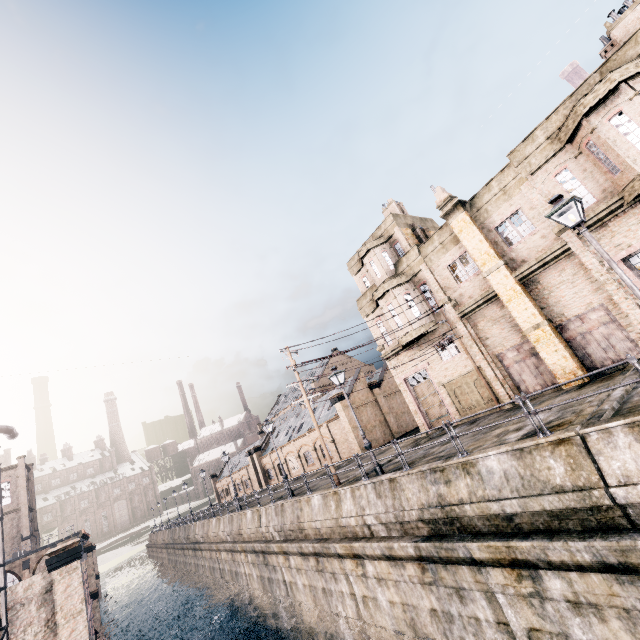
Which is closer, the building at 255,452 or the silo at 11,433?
the silo at 11,433

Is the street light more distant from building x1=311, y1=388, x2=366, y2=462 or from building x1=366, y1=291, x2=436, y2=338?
building x1=311, y1=388, x2=366, y2=462

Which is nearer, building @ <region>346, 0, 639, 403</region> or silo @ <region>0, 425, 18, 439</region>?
building @ <region>346, 0, 639, 403</region>

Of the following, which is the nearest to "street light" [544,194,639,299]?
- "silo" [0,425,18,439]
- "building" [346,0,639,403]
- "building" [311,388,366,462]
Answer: "building" [346,0,639,403]

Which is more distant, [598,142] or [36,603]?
[36,603]

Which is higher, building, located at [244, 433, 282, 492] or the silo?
the silo

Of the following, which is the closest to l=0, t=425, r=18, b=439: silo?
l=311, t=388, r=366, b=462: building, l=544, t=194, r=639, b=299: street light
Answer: l=311, t=388, r=366, b=462: building

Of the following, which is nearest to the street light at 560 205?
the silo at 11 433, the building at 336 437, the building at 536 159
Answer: the building at 536 159
